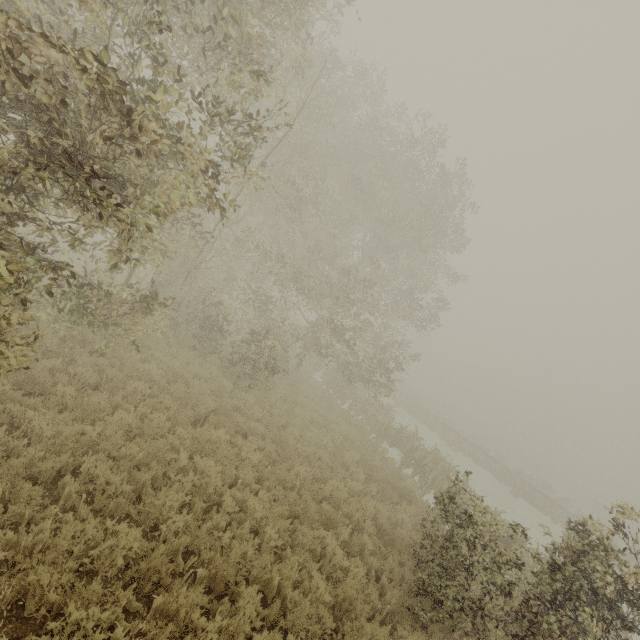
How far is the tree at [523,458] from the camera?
51.06m

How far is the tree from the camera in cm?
5106

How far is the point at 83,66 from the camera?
3.0 meters
